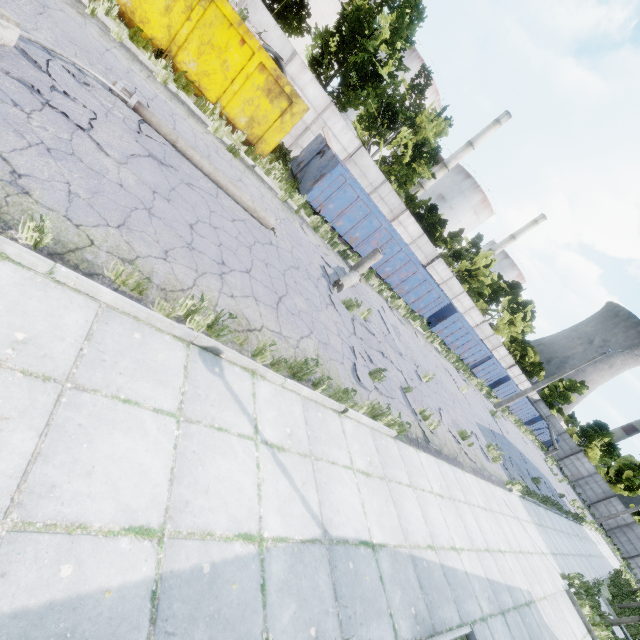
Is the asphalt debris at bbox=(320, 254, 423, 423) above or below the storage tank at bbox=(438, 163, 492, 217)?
below

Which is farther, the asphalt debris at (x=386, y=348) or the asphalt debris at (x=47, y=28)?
the asphalt debris at (x=386, y=348)

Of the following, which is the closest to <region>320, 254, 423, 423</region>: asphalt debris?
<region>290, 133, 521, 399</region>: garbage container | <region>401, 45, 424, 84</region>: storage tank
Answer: <region>290, 133, 521, 399</region>: garbage container

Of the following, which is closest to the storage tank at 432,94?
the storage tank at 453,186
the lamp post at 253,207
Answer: the storage tank at 453,186

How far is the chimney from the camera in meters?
51.0 m

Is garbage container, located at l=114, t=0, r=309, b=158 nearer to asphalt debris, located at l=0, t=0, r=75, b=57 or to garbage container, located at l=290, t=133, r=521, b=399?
garbage container, located at l=290, t=133, r=521, b=399

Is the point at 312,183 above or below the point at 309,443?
above

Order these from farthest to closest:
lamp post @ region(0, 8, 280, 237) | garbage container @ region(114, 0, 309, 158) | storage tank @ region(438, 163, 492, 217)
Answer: storage tank @ region(438, 163, 492, 217) < garbage container @ region(114, 0, 309, 158) < lamp post @ region(0, 8, 280, 237)
